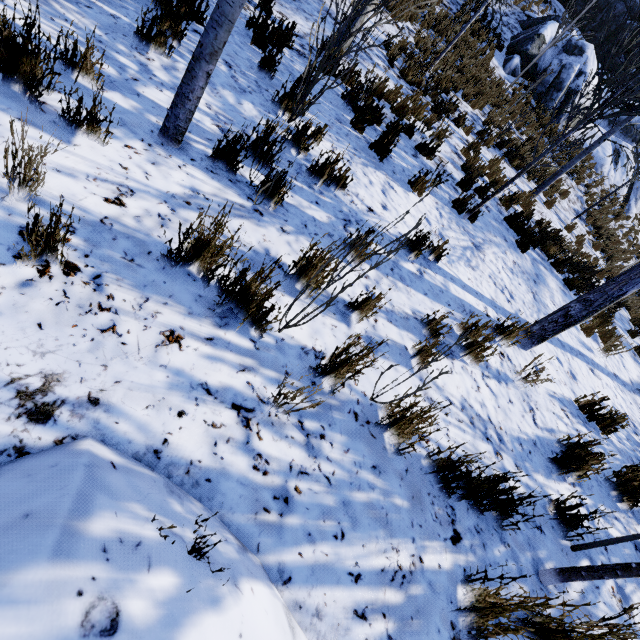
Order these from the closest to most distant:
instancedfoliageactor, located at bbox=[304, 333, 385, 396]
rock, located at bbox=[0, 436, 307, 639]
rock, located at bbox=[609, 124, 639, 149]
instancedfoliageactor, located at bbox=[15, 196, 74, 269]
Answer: rock, located at bbox=[0, 436, 307, 639] → instancedfoliageactor, located at bbox=[15, 196, 74, 269] → instancedfoliageactor, located at bbox=[304, 333, 385, 396] → rock, located at bbox=[609, 124, 639, 149]

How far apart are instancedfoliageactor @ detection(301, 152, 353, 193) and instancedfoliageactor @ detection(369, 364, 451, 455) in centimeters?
154cm

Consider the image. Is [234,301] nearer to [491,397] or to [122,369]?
[122,369]

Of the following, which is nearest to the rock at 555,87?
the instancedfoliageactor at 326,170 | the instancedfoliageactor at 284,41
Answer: the instancedfoliageactor at 284,41

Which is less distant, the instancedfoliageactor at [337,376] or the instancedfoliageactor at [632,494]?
the instancedfoliageactor at [337,376]

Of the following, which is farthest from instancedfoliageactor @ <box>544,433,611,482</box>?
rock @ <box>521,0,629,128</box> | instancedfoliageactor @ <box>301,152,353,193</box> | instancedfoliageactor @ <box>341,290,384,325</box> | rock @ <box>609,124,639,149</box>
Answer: rock @ <box>609,124,639,149</box>

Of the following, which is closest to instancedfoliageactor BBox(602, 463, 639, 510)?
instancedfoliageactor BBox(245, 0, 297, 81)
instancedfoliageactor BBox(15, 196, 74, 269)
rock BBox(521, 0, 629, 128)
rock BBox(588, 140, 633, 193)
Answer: instancedfoliageactor BBox(245, 0, 297, 81)

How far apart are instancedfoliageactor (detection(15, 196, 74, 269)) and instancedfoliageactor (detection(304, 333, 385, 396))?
1.4 meters
